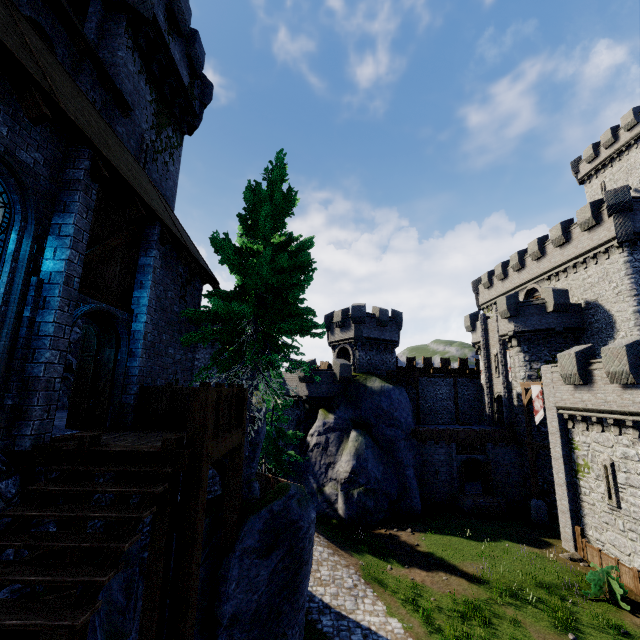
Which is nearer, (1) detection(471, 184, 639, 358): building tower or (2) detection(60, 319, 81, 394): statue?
(2) detection(60, 319, 81, 394): statue

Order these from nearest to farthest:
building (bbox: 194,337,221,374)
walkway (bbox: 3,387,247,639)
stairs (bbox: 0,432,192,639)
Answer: stairs (bbox: 0,432,192,639) → walkway (bbox: 3,387,247,639) → building (bbox: 194,337,221,374)

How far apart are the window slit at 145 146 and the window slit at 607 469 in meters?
27.0

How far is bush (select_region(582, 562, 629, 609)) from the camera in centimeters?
1425cm

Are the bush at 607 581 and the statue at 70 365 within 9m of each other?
no

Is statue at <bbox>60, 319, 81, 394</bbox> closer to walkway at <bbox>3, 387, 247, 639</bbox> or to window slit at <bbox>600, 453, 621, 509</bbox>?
walkway at <bbox>3, 387, 247, 639</bbox>

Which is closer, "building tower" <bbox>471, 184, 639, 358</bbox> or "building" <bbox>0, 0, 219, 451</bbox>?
"building" <bbox>0, 0, 219, 451</bbox>

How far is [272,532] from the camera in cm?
833
